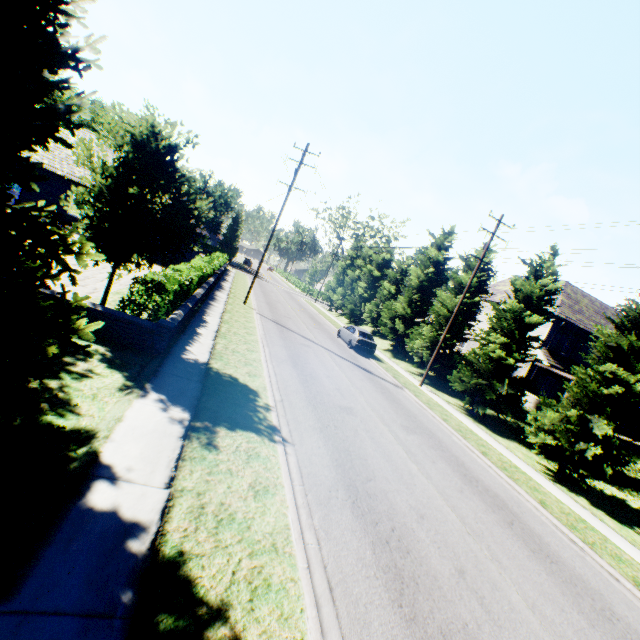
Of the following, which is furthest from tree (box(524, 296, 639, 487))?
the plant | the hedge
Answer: the hedge

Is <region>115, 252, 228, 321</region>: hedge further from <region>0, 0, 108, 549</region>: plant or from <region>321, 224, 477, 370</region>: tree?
<region>0, 0, 108, 549</region>: plant

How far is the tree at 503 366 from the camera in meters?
17.9

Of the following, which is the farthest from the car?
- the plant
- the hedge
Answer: the hedge

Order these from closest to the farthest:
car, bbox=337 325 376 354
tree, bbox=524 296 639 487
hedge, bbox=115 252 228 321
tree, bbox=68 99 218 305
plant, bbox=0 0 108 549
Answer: plant, bbox=0 0 108 549 < tree, bbox=68 99 218 305 < hedge, bbox=115 252 228 321 < tree, bbox=524 296 639 487 < car, bbox=337 325 376 354

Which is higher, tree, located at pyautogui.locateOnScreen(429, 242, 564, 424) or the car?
tree, located at pyautogui.locateOnScreen(429, 242, 564, 424)

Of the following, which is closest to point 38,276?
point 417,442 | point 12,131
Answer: point 12,131
